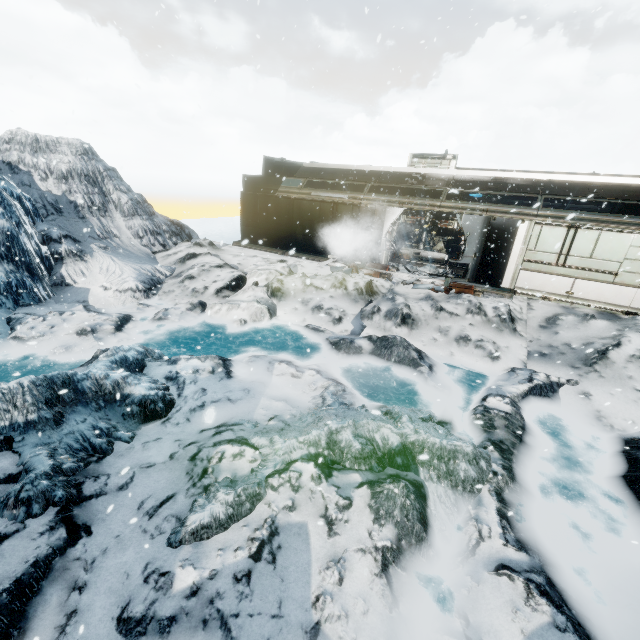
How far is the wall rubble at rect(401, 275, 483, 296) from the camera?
12.4 meters

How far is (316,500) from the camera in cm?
462

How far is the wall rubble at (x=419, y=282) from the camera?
12.38m
